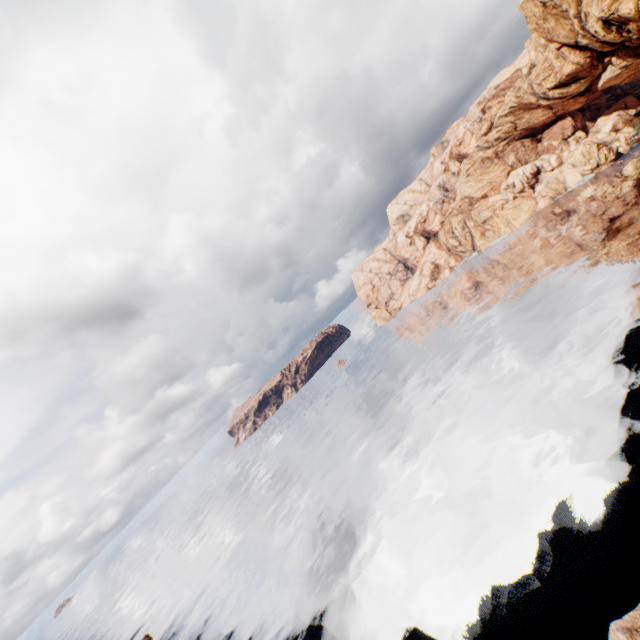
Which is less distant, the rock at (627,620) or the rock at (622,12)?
the rock at (627,620)

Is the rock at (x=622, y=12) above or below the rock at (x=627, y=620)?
Answer: above

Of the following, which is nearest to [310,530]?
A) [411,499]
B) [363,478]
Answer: [363,478]

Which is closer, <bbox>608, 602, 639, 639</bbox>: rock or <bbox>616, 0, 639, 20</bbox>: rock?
<bbox>608, 602, 639, 639</bbox>: rock

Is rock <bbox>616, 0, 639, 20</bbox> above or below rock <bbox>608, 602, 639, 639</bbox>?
above
